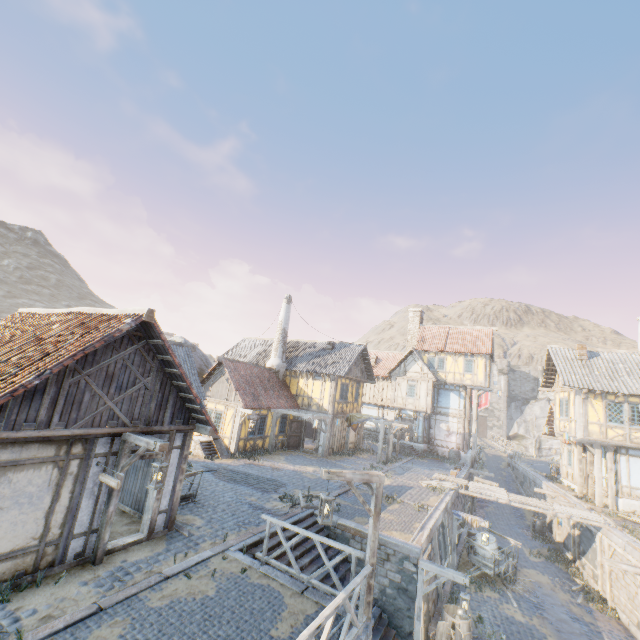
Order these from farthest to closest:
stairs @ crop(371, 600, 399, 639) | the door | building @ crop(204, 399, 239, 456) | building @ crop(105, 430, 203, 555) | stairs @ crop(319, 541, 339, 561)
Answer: the door
building @ crop(204, 399, 239, 456)
stairs @ crop(319, 541, 339, 561)
stairs @ crop(371, 600, 399, 639)
building @ crop(105, 430, 203, 555)

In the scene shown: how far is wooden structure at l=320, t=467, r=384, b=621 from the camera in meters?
7.0

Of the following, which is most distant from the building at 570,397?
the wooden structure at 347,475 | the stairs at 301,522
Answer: the wooden structure at 347,475

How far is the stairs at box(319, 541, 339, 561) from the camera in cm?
1128

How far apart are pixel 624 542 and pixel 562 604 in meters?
4.0 m

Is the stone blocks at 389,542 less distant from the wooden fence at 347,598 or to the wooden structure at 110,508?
the wooden fence at 347,598

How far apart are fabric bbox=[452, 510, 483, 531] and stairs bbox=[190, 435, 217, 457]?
12.86m

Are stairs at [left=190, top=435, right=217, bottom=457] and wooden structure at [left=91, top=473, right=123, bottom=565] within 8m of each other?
no
